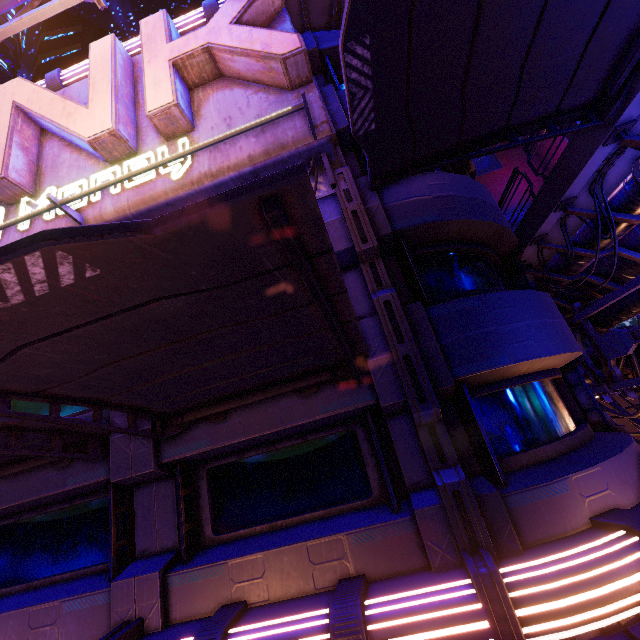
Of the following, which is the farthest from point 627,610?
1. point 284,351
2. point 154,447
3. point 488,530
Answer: point 154,447

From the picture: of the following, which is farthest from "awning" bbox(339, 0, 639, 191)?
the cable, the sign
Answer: the cable

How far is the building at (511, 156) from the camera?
40.95m

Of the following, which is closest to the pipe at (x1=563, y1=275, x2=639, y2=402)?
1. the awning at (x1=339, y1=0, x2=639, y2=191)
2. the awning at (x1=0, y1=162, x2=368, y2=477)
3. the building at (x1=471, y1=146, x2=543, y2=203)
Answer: the awning at (x1=339, y1=0, x2=639, y2=191)

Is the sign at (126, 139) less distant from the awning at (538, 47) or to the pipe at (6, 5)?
the awning at (538, 47)

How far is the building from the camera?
41.0m

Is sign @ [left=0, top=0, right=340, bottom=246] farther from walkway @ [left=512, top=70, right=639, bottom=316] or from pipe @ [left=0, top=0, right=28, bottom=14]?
walkway @ [left=512, top=70, right=639, bottom=316]

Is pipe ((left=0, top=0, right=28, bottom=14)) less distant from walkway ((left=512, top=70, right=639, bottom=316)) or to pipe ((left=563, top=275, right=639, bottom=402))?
walkway ((left=512, top=70, right=639, bottom=316))
